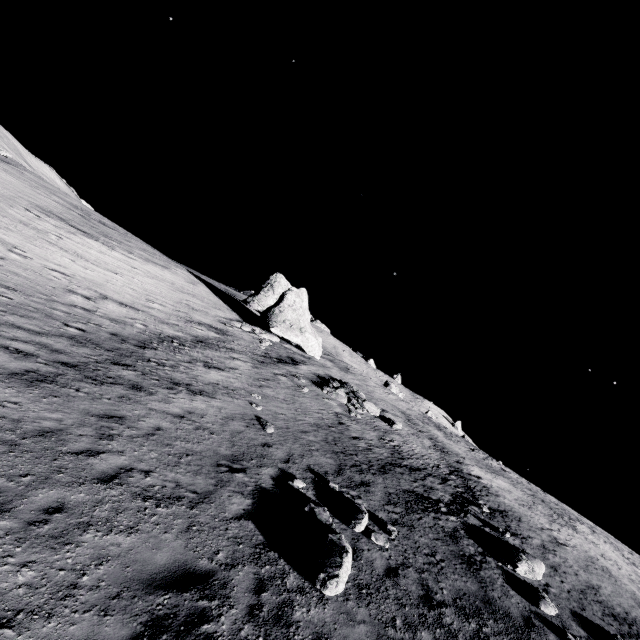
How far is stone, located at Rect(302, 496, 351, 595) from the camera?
6.88m

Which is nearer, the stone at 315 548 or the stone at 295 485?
the stone at 315 548

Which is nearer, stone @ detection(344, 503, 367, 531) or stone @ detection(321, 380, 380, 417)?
stone @ detection(344, 503, 367, 531)

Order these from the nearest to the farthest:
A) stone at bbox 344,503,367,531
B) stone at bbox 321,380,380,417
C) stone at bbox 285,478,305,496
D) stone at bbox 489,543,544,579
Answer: stone at bbox 344,503,367,531 → stone at bbox 285,478,305,496 → stone at bbox 489,543,544,579 → stone at bbox 321,380,380,417

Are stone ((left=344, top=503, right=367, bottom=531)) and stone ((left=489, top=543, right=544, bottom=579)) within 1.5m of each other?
no

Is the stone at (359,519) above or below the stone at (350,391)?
below

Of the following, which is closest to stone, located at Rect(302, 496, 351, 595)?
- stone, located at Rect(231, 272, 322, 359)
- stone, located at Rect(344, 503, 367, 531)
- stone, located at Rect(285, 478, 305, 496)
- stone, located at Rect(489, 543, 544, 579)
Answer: stone, located at Rect(344, 503, 367, 531)

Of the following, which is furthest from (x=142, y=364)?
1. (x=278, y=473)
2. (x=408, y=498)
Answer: (x=408, y=498)
